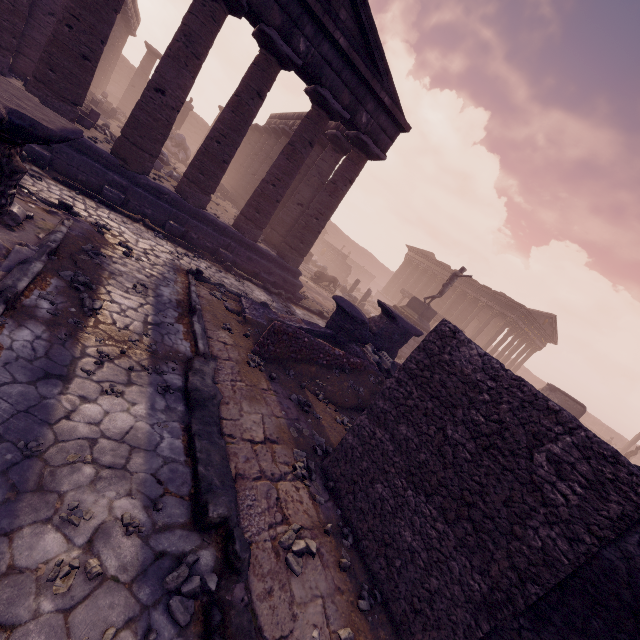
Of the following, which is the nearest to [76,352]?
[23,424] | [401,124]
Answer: [23,424]

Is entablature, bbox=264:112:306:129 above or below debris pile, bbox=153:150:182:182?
above

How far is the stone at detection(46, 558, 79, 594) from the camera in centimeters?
217cm

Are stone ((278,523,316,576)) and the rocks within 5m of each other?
no

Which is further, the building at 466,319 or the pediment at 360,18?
the building at 466,319

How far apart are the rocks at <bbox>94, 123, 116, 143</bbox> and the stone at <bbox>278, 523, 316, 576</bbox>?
14.2 meters

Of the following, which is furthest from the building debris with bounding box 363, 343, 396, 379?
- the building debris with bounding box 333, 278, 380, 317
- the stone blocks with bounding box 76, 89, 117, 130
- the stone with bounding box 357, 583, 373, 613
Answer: the stone blocks with bounding box 76, 89, 117, 130

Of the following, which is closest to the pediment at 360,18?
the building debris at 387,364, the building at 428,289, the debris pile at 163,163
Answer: the debris pile at 163,163
